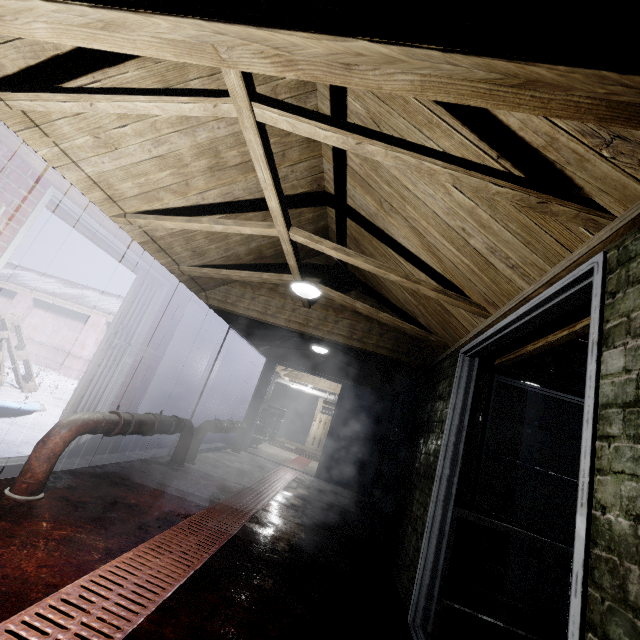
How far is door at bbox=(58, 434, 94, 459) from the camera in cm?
305

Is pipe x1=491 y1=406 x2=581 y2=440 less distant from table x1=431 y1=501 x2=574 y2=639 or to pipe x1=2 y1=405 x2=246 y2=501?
table x1=431 y1=501 x2=574 y2=639

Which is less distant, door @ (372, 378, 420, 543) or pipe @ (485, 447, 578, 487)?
door @ (372, 378, 420, 543)

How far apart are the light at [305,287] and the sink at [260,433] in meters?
5.0

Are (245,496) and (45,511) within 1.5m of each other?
no

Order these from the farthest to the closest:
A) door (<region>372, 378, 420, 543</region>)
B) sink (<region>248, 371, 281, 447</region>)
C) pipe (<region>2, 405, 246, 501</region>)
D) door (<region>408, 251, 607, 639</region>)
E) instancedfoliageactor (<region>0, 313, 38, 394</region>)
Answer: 1. sink (<region>248, 371, 281, 447</region>)
2. instancedfoliageactor (<region>0, 313, 38, 394</region>)
3. door (<region>372, 378, 420, 543</region>)
4. pipe (<region>2, 405, 246, 501</region>)
5. door (<region>408, 251, 607, 639</region>)

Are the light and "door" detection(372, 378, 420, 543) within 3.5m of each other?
yes

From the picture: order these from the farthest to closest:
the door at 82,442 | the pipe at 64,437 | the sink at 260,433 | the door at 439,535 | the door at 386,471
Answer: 1. the sink at 260,433
2. the door at 386,471
3. the door at 82,442
4. the pipe at 64,437
5. the door at 439,535
